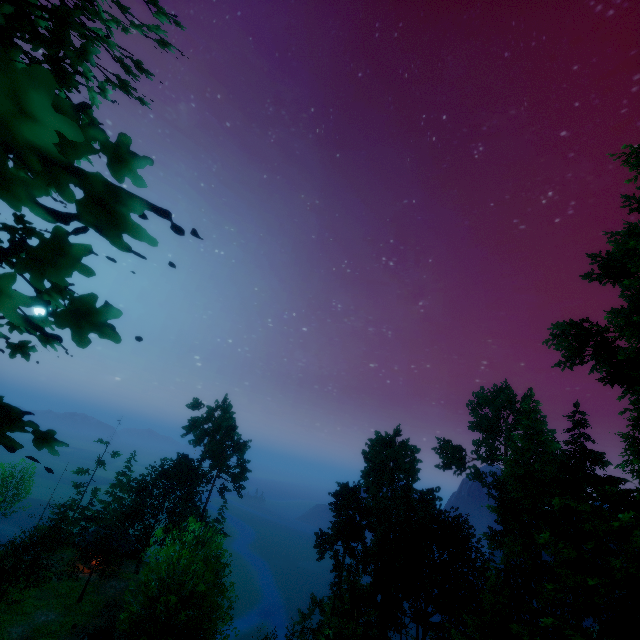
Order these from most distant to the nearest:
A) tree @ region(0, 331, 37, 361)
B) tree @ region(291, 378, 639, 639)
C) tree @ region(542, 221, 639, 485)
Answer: tree @ region(542, 221, 639, 485)
tree @ region(291, 378, 639, 639)
tree @ region(0, 331, 37, 361)

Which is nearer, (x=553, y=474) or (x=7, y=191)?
(x=7, y=191)

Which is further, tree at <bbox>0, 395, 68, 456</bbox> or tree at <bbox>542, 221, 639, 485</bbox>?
tree at <bbox>542, 221, 639, 485</bbox>

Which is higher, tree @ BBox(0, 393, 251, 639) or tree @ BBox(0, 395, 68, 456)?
tree @ BBox(0, 395, 68, 456)

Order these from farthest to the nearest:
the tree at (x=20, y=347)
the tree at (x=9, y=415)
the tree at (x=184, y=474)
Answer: the tree at (x=184, y=474) → the tree at (x=20, y=347) → the tree at (x=9, y=415)

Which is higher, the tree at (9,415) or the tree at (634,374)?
the tree at (634,374)
